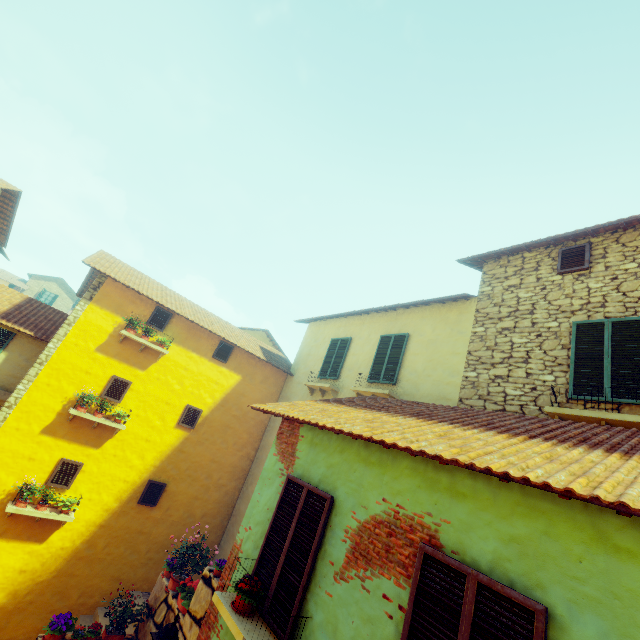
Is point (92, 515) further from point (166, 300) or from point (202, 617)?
point (166, 300)

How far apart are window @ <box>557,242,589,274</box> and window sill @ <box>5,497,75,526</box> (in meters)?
13.84

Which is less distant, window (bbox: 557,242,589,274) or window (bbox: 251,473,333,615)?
window (bbox: 251,473,333,615)

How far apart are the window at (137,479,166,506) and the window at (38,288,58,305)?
44.9 meters

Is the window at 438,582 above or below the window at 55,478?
above

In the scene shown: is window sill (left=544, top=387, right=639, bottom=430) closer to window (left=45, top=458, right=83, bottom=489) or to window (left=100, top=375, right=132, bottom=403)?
window (left=100, top=375, right=132, bottom=403)

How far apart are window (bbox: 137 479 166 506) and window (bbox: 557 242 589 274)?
12.7m

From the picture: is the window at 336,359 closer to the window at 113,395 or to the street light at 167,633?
the window at 113,395
